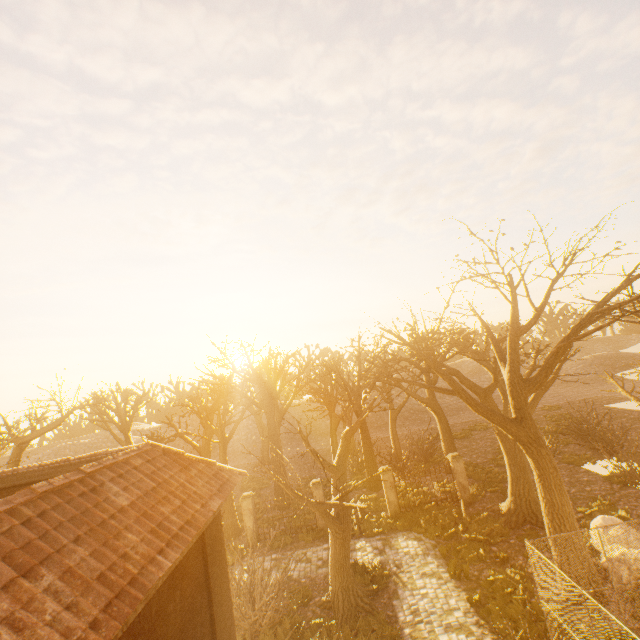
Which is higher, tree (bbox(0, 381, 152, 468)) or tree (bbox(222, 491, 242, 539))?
tree (bbox(0, 381, 152, 468))

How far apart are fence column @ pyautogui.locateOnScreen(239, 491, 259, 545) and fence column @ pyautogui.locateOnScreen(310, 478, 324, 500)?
3.27m

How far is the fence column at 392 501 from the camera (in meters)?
17.61

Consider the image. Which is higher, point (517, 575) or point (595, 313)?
point (595, 313)

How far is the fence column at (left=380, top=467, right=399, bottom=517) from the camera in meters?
17.6

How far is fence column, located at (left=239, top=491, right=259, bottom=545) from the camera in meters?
17.6 m

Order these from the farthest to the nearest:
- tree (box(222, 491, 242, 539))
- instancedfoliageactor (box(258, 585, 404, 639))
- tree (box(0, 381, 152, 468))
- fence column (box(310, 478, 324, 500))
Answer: tree (box(222, 491, 242, 539))
fence column (box(310, 478, 324, 500))
tree (box(0, 381, 152, 468))
instancedfoliageactor (box(258, 585, 404, 639))

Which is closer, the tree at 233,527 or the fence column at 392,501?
the fence column at 392,501
